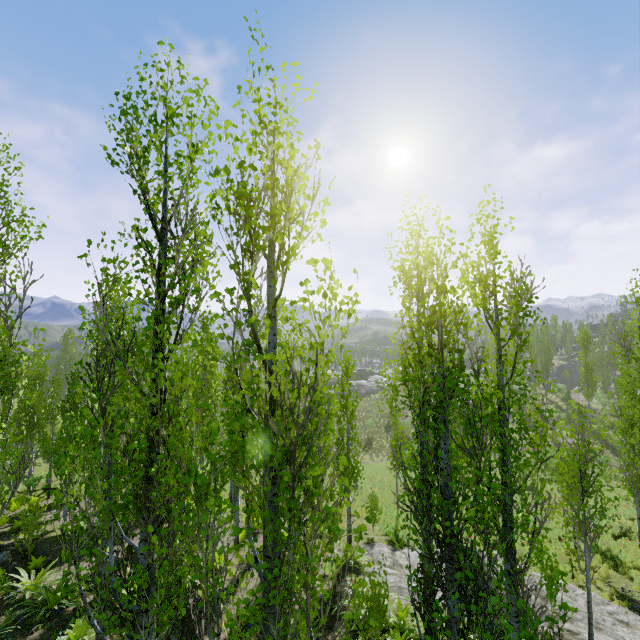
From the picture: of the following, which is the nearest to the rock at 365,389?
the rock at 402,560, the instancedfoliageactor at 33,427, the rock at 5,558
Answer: the instancedfoliageactor at 33,427

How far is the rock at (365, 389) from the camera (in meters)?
55.88

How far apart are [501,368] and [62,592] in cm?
707

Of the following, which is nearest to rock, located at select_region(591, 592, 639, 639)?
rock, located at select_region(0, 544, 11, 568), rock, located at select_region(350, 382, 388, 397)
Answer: rock, located at select_region(0, 544, 11, 568)

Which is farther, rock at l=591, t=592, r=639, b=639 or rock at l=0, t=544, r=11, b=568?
rock at l=0, t=544, r=11, b=568

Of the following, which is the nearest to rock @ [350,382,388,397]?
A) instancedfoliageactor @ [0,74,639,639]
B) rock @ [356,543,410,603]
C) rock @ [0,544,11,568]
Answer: instancedfoliageactor @ [0,74,639,639]

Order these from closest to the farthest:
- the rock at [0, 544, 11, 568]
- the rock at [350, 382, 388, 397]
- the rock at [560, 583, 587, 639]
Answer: the rock at [560, 583, 587, 639] → the rock at [0, 544, 11, 568] → the rock at [350, 382, 388, 397]

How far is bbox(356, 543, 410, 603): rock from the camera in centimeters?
1014cm
